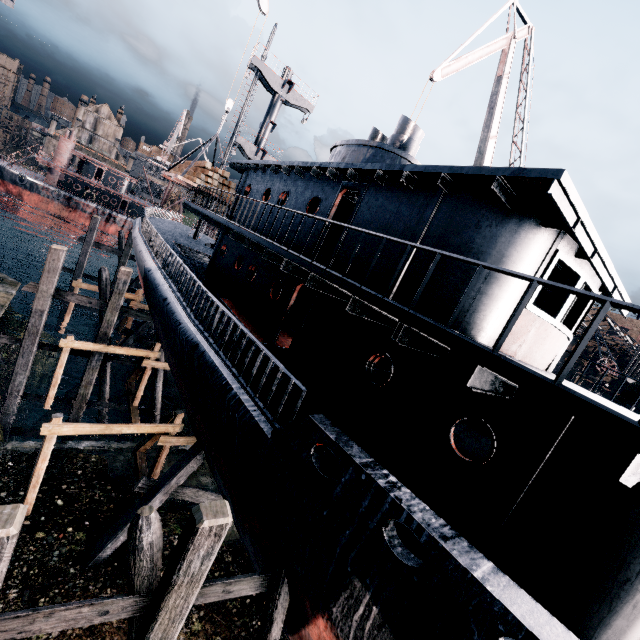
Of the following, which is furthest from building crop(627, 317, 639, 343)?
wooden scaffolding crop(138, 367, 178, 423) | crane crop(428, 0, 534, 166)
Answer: wooden scaffolding crop(138, 367, 178, 423)

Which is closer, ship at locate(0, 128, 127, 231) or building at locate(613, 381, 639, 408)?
building at locate(613, 381, 639, 408)

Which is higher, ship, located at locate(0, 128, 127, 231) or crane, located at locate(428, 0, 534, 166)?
crane, located at locate(428, 0, 534, 166)

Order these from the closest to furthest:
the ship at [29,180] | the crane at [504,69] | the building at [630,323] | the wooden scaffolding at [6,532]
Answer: the wooden scaffolding at [6,532] → the crane at [504,69] → the ship at [29,180] → the building at [630,323]

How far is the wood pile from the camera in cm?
1687

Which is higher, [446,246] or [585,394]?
[446,246]

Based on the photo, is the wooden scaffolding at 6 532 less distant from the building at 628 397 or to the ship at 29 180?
the ship at 29 180

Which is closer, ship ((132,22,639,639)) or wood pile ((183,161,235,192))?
ship ((132,22,639,639))
